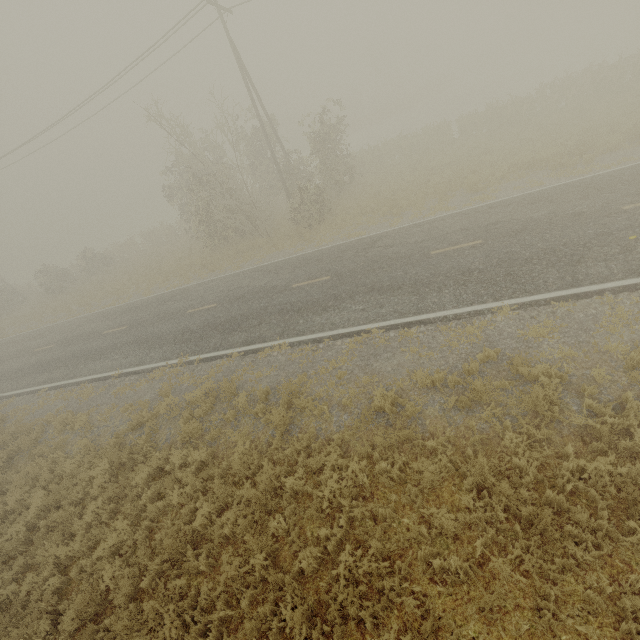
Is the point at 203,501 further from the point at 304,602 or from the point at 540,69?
the point at 540,69
